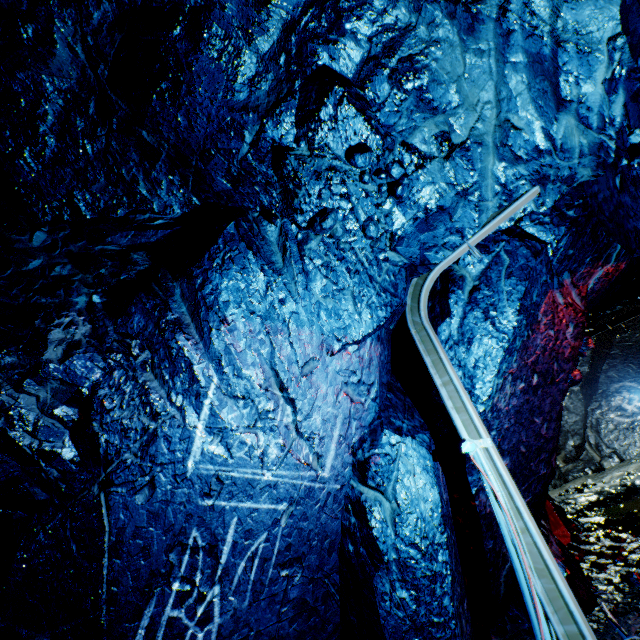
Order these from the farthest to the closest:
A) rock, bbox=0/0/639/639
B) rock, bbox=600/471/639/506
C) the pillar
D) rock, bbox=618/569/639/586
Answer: rock, bbox=600/471/639/506 → the pillar → rock, bbox=618/569/639/586 → rock, bbox=0/0/639/639

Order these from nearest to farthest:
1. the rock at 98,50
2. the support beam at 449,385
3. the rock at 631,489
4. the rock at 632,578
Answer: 1. the rock at 98,50
2. the support beam at 449,385
3. the rock at 632,578
4. the rock at 631,489

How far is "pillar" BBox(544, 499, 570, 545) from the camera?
6.0m

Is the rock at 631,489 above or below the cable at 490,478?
below

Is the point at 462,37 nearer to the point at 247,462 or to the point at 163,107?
the point at 163,107

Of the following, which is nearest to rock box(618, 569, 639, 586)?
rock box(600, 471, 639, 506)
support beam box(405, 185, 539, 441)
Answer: support beam box(405, 185, 539, 441)

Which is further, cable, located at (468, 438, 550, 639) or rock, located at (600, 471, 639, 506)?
rock, located at (600, 471, 639, 506)

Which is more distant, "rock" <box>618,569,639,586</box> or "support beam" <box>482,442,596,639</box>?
"rock" <box>618,569,639,586</box>
